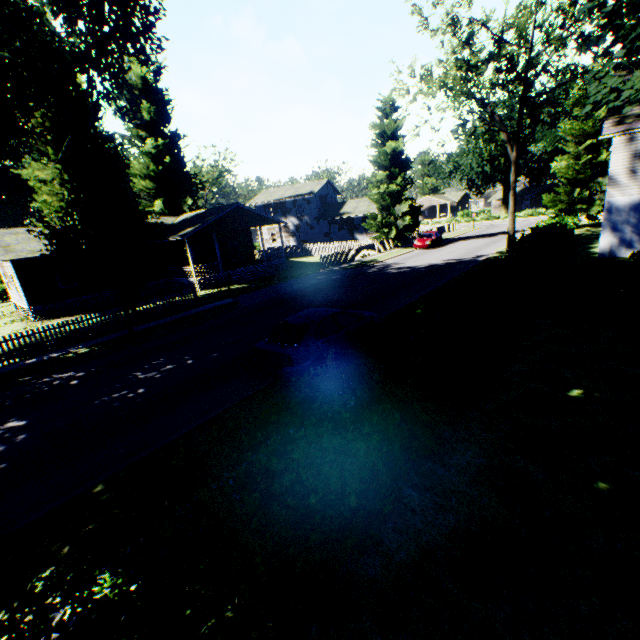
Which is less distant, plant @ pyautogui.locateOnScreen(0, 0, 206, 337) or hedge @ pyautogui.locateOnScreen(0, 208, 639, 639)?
hedge @ pyautogui.locateOnScreen(0, 208, 639, 639)

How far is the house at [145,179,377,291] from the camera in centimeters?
2747cm

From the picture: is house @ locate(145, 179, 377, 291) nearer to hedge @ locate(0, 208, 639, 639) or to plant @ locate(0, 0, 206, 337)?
plant @ locate(0, 0, 206, 337)

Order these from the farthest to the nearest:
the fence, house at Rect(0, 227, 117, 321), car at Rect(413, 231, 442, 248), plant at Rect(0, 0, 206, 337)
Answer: car at Rect(413, 231, 442, 248)
the fence
house at Rect(0, 227, 117, 321)
plant at Rect(0, 0, 206, 337)

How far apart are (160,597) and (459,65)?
29.4m

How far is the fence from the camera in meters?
30.3 m

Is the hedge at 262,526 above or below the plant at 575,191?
below

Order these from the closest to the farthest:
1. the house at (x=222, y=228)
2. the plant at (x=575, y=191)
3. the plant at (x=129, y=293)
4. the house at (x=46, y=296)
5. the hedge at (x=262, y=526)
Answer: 1. the hedge at (x=262, y=526)
2. the plant at (x=129, y=293)
3. the plant at (x=575, y=191)
4. the house at (x=46, y=296)
5. the house at (x=222, y=228)
